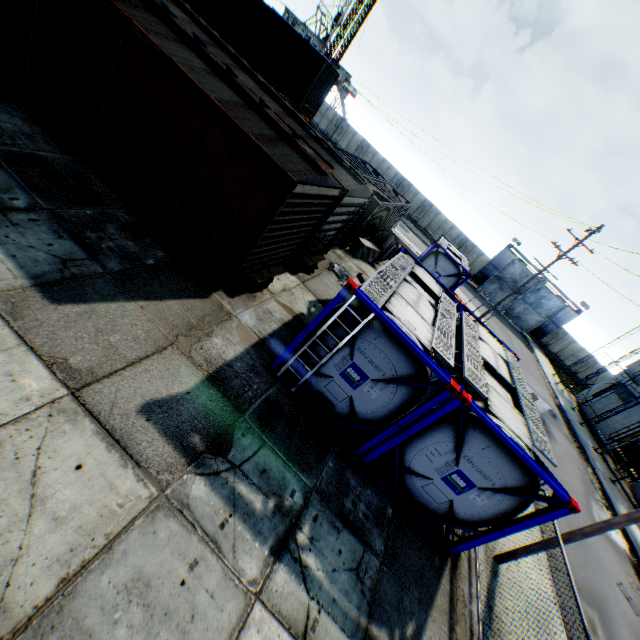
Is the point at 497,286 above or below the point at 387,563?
above

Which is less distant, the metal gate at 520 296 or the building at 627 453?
the building at 627 453

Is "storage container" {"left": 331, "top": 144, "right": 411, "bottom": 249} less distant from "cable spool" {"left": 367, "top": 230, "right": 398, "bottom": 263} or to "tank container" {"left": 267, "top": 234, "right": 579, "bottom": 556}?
"cable spool" {"left": 367, "top": 230, "right": 398, "bottom": 263}

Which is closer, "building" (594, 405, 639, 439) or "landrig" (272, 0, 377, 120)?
"building" (594, 405, 639, 439)

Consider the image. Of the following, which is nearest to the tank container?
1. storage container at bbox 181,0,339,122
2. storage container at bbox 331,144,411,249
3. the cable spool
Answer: storage container at bbox 331,144,411,249

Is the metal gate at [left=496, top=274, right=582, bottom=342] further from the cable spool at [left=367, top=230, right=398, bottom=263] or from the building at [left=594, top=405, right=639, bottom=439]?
the cable spool at [left=367, top=230, right=398, bottom=263]

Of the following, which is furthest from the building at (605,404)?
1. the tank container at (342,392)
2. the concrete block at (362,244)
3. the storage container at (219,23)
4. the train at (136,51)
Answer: the storage container at (219,23)

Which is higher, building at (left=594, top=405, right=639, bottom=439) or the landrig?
the landrig
